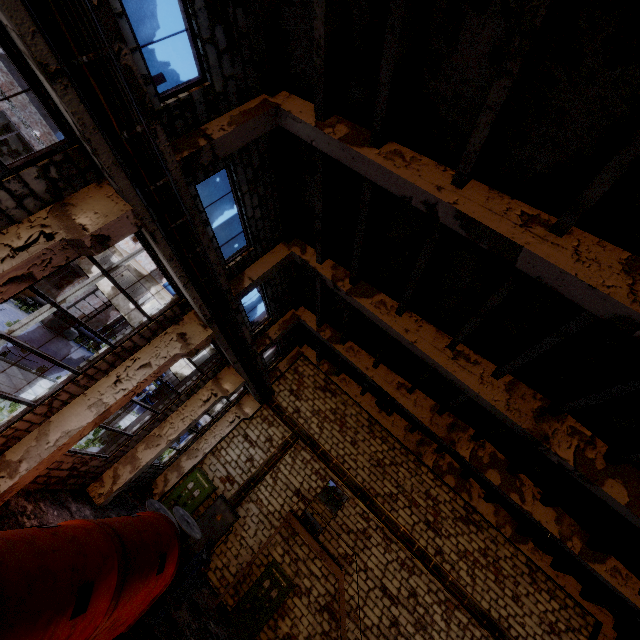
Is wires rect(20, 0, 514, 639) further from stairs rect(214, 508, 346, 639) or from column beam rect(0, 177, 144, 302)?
stairs rect(214, 508, 346, 639)

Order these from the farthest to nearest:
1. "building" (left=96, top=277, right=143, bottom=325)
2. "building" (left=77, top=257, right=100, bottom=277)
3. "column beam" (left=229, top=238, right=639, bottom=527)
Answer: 1. "building" (left=77, top=257, right=100, bottom=277)
2. "building" (left=96, top=277, right=143, bottom=325)
3. "column beam" (left=229, top=238, right=639, bottom=527)

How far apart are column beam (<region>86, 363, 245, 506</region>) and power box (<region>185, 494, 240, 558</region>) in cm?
417

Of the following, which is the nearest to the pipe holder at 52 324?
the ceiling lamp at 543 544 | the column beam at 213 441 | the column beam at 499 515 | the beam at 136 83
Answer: the column beam at 213 441

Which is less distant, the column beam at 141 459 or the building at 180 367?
the column beam at 141 459

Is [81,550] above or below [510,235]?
below

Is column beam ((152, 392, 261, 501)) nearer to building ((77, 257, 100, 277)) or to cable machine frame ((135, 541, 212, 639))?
building ((77, 257, 100, 277))

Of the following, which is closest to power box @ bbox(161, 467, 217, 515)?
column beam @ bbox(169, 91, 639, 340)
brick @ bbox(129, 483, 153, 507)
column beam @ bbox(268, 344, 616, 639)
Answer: brick @ bbox(129, 483, 153, 507)
